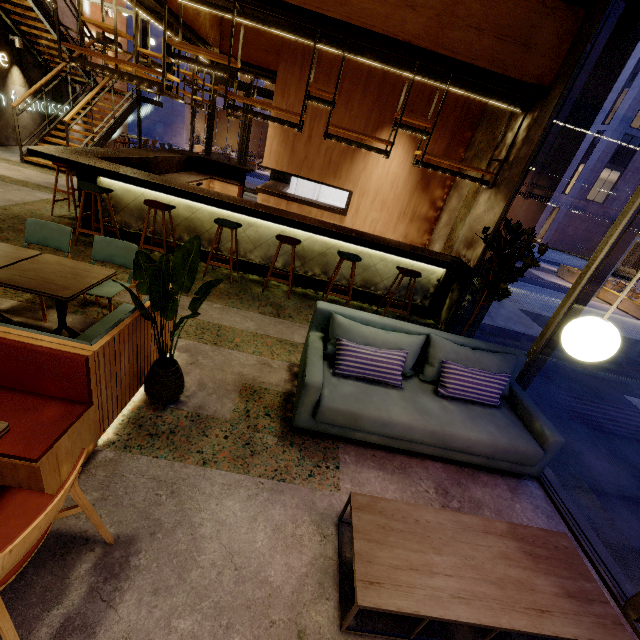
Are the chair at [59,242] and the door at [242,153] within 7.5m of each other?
no

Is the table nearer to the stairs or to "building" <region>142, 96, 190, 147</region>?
the stairs

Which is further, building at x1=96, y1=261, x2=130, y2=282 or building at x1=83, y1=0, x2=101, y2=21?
building at x1=83, y1=0, x2=101, y2=21

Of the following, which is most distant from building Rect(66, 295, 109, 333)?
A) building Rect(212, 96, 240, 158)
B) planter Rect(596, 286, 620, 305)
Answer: building Rect(212, 96, 240, 158)

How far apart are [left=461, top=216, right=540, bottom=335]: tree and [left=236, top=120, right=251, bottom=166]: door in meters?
10.8

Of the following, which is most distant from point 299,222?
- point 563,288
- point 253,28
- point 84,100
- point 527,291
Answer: point 563,288

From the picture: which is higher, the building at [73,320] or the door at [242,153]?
the door at [242,153]

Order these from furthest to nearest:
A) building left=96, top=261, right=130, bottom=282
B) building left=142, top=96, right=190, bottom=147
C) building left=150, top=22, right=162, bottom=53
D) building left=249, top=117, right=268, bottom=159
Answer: building left=249, top=117, right=268, bottom=159 → building left=142, top=96, right=190, bottom=147 → building left=150, top=22, right=162, bottom=53 → building left=96, top=261, right=130, bottom=282
